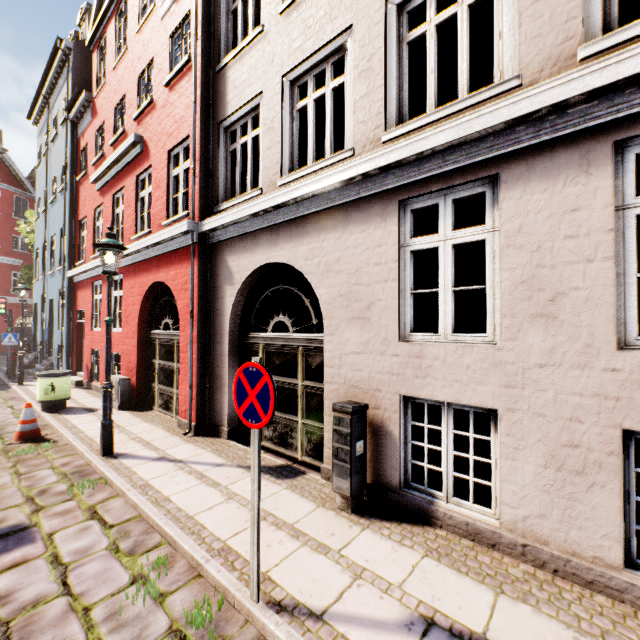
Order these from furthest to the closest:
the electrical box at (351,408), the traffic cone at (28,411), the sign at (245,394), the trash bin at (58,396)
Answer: the trash bin at (58,396)
the traffic cone at (28,411)
the electrical box at (351,408)
the sign at (245,394)

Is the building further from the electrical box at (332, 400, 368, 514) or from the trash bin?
the trash bin

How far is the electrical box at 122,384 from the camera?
8.6m

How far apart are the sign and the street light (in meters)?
4.09

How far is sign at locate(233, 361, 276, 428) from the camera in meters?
2.5 m

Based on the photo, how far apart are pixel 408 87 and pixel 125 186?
9.83m

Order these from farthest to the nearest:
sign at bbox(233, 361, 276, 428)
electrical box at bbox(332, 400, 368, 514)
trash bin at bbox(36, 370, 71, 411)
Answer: trash bin at bbox(36, 370, 71, 411) → electrical box at bbox(332, 400, 368, 514) → sign at bbox(233, 361, 276, 428)

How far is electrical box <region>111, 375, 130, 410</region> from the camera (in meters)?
8.55
